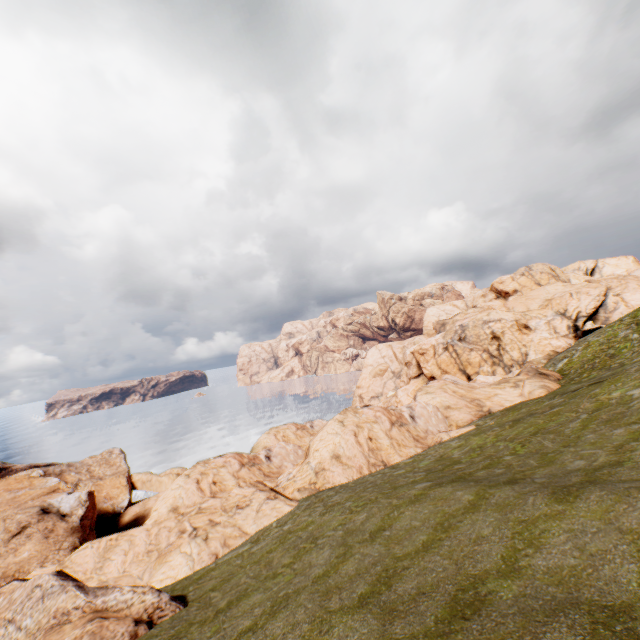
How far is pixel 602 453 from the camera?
15.0 meters
